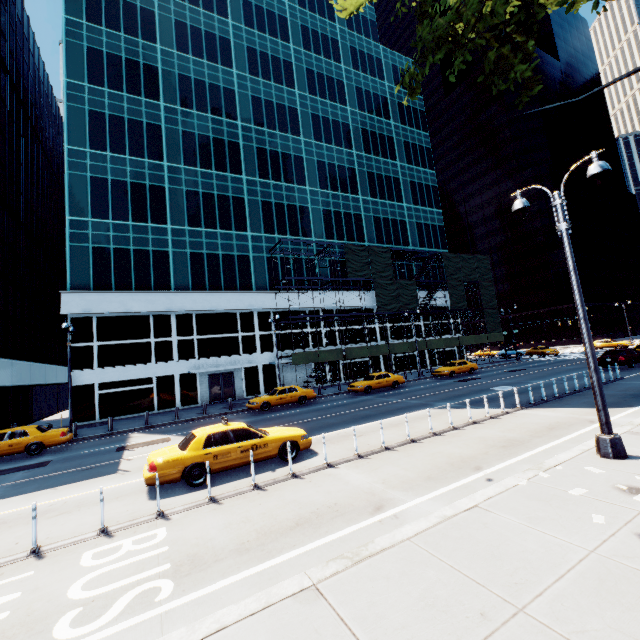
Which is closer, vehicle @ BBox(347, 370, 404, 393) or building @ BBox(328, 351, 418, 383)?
vehicle @ BBox(347, 370, 404, 393)

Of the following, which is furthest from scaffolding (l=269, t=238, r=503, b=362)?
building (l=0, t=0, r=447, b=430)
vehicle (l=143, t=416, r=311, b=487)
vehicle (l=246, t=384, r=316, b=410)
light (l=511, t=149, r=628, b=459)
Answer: light (l=511, t=149, r=628, b=459)

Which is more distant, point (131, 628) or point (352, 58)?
point (352, 58)

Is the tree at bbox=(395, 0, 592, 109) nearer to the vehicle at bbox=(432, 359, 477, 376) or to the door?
the vehicle at bbox=(432, 359, 477, 376)

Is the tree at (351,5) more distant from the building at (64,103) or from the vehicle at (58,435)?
the building at (64,103)

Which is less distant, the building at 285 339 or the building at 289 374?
the building at 289 374

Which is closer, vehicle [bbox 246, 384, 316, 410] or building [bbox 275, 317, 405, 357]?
vehicle [bbox 246, 384, 316, 410]

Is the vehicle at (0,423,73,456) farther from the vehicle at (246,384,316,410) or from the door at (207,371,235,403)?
the door at (207,371,235,403)
